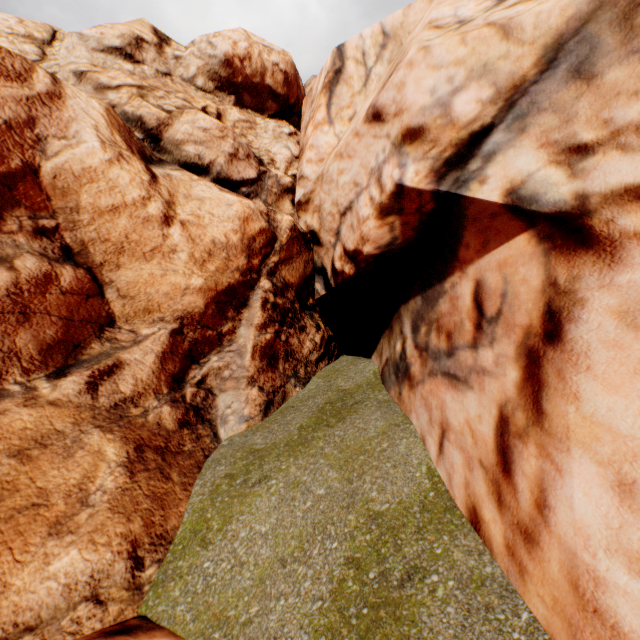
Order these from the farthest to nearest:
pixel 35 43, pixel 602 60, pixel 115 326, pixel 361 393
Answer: pixel 361 393, pixel 35 43, pixel 115 326, pixel 602 60
